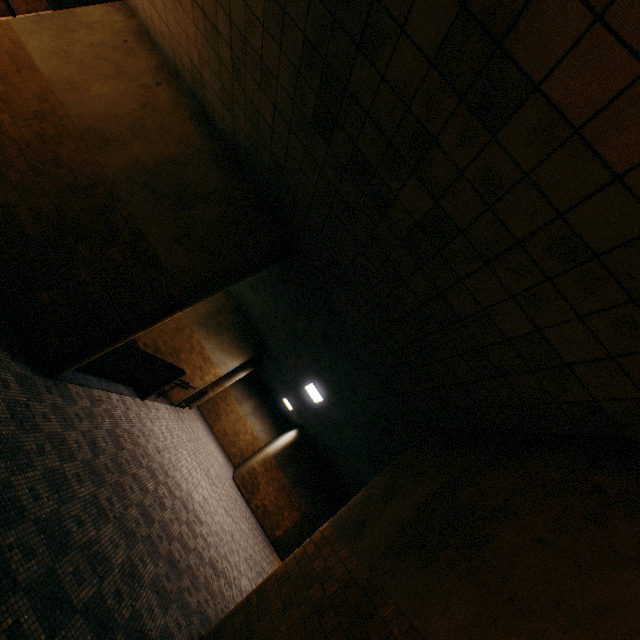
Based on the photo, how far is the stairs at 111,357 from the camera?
5.7 meters

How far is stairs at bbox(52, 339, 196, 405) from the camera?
5.67m

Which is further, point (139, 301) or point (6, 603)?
point (139, 301)
